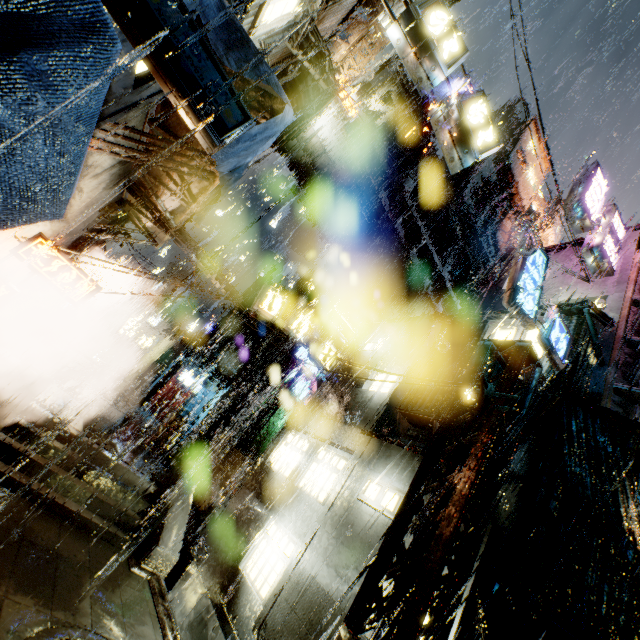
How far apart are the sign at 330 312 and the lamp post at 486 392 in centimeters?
963cm

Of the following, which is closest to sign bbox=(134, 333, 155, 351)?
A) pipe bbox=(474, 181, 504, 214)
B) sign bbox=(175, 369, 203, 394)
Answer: sign bbox=(175, 369, 203, 394)

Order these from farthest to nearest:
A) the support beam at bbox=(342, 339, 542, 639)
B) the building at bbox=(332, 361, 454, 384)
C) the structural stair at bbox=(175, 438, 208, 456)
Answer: the structural stair at bbox=(175, 438, 208, 456), the building at bbox=(332, 361, 454, 384), the support beam at bbox=(342, 339, 542, 639)

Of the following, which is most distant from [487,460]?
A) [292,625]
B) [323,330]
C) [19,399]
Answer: [323,330]

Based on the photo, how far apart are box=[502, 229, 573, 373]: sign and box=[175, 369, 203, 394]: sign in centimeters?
2935cm

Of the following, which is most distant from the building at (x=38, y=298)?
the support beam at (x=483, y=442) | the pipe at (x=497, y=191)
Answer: the support beam at (x=483, y=442)

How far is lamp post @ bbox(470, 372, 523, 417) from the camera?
6.8 meters

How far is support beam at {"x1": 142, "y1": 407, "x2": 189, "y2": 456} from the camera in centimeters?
1720cm
